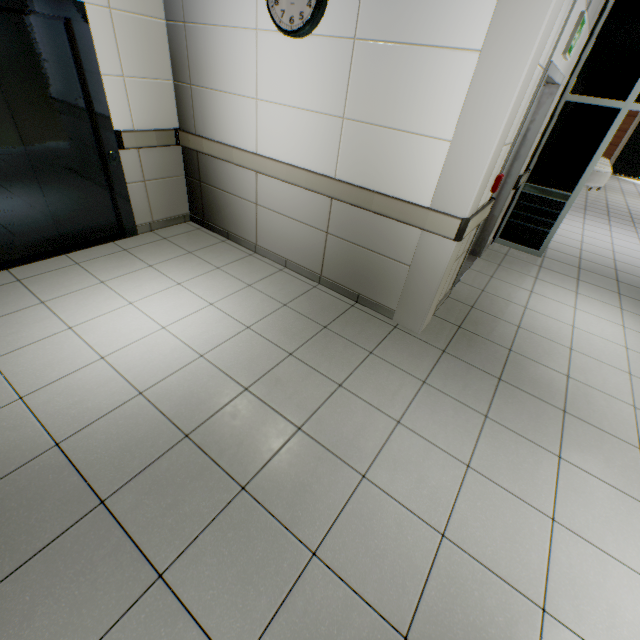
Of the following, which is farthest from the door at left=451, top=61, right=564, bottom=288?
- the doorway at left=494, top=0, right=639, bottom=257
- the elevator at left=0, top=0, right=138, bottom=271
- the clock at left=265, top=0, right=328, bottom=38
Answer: the elevator at left=0, top=0, right=138, bottom=271

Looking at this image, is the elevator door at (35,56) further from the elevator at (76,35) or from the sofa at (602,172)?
the sofa at (602,172)

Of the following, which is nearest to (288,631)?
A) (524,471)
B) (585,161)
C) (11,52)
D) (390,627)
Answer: (390,627)

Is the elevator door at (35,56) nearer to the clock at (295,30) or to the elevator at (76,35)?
the elevator at (76,35)

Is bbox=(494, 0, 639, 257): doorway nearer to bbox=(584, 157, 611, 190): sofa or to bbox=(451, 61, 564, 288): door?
bbox=(451, 61, 564, 288): door

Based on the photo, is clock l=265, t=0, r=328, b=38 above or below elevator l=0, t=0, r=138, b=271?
above

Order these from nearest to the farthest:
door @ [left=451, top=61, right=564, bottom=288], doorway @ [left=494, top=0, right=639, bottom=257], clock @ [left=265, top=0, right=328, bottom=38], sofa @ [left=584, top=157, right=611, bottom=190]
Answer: clock @ [left=265, top=0, right=328, bottom=38], door @ [left=451, top=61, right=564, bottom=288], doorway @ [left=494, top=0, right=639, bottom=257], sofa @ [left=584, top=157, right=611, bottom=190]

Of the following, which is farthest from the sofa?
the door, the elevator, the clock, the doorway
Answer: the elevator
